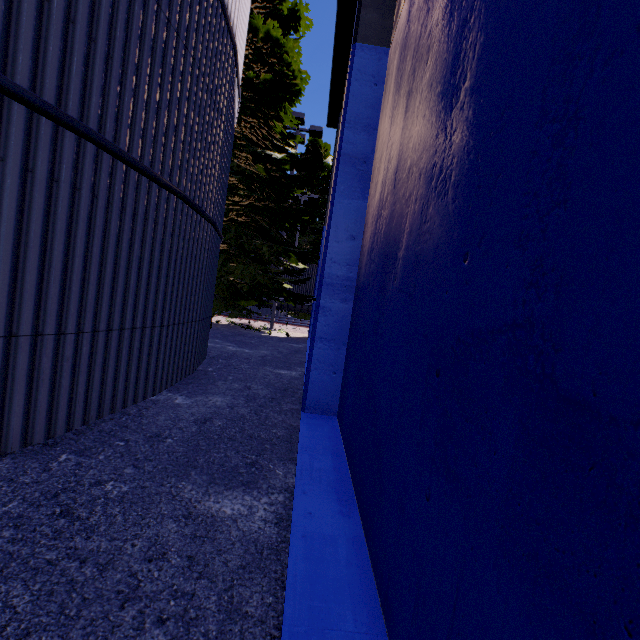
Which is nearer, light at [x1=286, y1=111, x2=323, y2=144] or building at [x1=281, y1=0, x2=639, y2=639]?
building at [x1=281, y1=0, x2=639, y2=639]

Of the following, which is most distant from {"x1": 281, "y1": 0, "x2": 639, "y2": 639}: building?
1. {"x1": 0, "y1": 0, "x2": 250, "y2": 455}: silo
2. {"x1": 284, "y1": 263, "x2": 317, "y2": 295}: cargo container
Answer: {"x1": 284, "y1": 263, "x2": 317, "y2": 295}: cargo container

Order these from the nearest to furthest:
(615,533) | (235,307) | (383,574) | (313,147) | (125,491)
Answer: (615,533)
(383,574)
(125,491)
(235,307)
(313,147)

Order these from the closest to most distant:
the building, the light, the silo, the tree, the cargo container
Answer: the building → the silo → the tree → the light → the cargo container

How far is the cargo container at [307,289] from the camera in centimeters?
2156cm

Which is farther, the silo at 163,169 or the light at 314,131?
the light at 314,131

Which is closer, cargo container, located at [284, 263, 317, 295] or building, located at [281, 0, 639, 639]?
building, located at [281, 0, 639, 639]

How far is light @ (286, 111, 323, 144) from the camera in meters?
14.4
